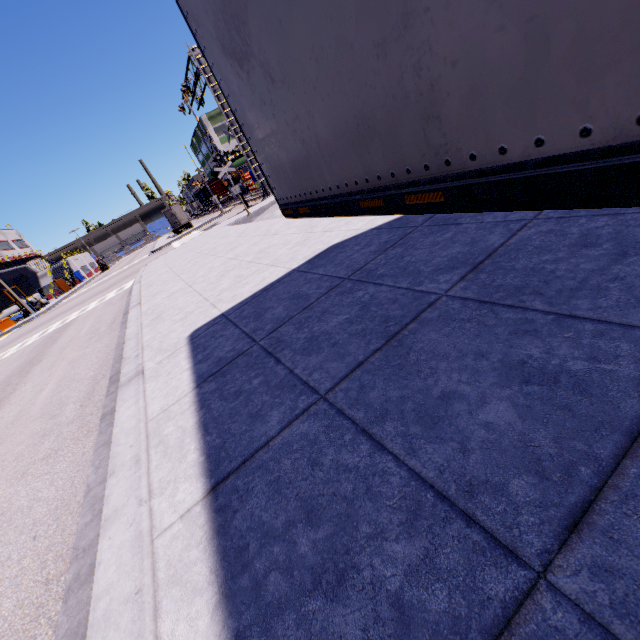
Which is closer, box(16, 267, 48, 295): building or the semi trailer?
the semi trailer

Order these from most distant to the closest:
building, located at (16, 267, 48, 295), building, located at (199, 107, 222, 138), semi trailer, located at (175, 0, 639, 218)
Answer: building, located at (199, 107, 222, 138) < building, located at (16, 267, 48, 295) < semi trailer, located at (175, 0, 639, 218)

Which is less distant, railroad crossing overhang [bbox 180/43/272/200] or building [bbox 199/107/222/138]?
railroad crossing overhang [bbox 180/43/272/200]

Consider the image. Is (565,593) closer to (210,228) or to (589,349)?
(589,349)

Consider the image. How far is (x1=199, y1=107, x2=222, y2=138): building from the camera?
58.75m

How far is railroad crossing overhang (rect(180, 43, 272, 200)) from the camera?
18.6m

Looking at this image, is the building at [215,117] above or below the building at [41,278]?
above

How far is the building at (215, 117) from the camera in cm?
5875
